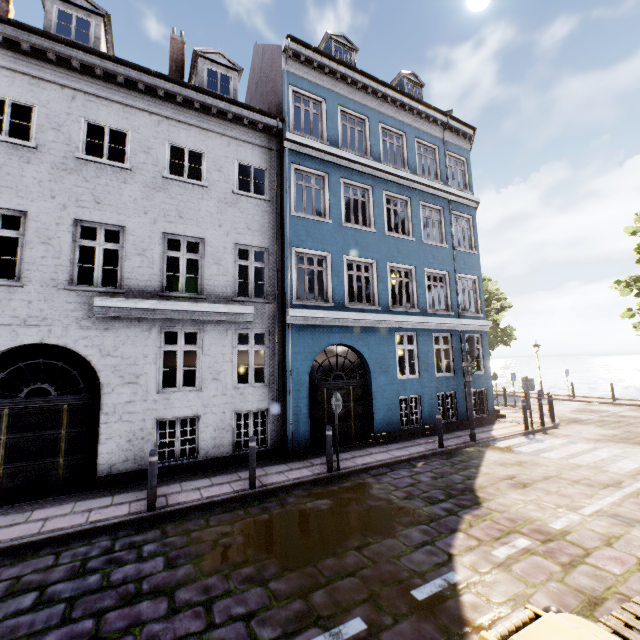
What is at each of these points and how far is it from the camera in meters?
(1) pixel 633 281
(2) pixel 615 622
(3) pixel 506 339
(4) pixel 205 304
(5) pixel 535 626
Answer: (1) tree, 17.0
(2) pallet, 2.7
(3) tree, 25.8
(4) building, 9.0
(5) trash bin, 1.8

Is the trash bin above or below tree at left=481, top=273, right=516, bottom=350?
below

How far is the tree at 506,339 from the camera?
25.3m

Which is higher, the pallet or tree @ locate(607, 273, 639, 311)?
tree @ locate(607, 273, 639, 311)

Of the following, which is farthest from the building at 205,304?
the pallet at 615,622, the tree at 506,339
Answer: the tree at 506,339

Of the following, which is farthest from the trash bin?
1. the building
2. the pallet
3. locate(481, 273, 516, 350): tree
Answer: locate(481, 273, 516, 350): tree

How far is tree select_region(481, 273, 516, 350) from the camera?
25.3 meters

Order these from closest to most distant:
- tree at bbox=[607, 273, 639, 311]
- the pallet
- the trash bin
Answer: the trash bin
the pallet
tree at bbox=[607, 273, 639, 311]
